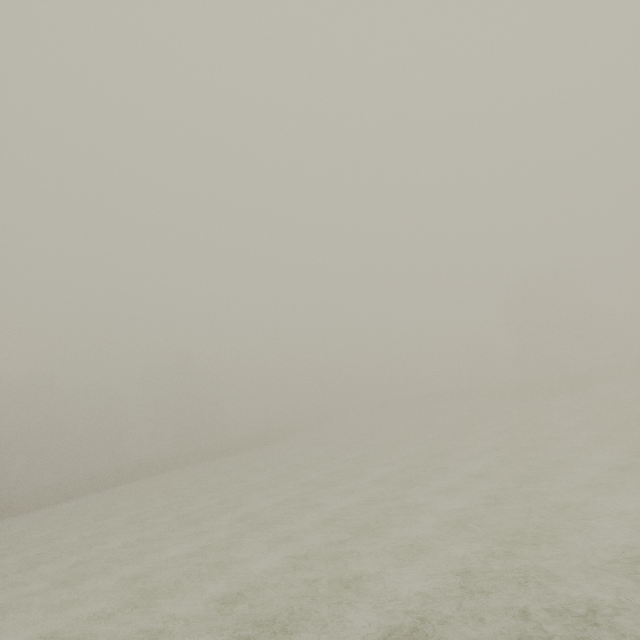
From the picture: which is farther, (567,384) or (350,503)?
(567,384)
